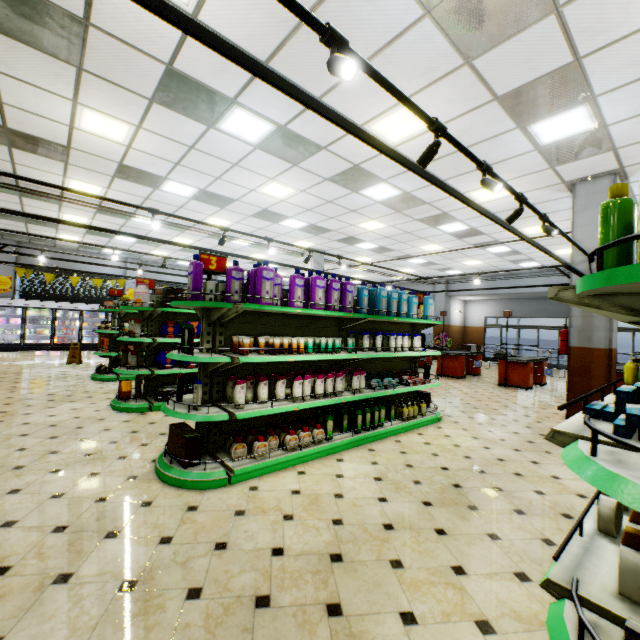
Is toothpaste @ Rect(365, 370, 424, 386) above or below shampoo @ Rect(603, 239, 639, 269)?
below

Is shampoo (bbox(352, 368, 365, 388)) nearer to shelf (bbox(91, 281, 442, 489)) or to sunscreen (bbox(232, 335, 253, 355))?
shelf (bbox(91, 281, 442, 489))

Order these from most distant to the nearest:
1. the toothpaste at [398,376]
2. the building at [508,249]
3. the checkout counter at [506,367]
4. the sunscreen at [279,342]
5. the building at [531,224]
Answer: the building at [508,249]
the checkout counter at [506,367]
the building at [531,224]
the toothpaste at [398,376]
the sunscreen at [279,342]

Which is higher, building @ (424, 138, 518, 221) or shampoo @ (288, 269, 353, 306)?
building @ (424, 138, 518, 221)

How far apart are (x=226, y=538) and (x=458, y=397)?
7.5m

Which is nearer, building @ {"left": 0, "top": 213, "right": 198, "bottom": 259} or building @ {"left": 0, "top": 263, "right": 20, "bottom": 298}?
building @ {"left": 0, "top": 213, "right": 198, "bottom": 259}

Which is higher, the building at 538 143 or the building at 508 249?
the building at 508 249

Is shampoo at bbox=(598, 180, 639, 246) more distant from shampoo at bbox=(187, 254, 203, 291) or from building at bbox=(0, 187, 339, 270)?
shampoo at bbox=(187, 254, 203, 291)
